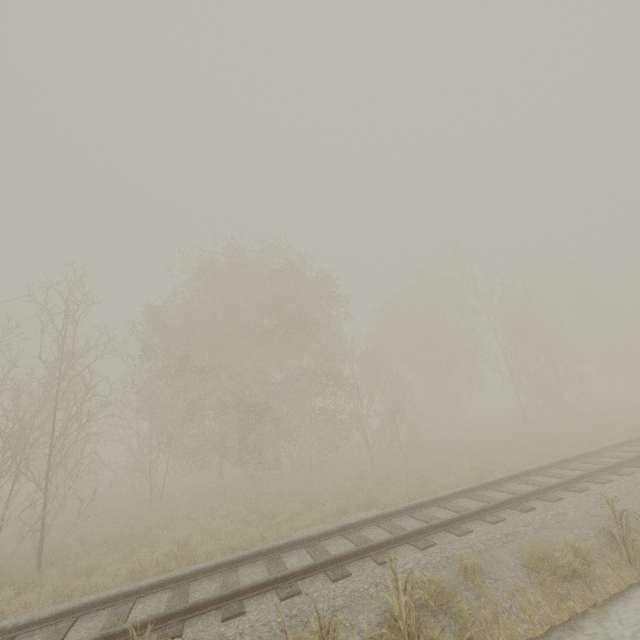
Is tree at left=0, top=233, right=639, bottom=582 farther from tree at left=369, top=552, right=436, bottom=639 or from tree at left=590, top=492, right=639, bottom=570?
tree at left=369, top=552, right=436, bottom=639

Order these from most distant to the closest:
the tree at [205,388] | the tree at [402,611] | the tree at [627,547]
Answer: the tree at [205,388], the tree at [627,547], the tree at [402,611]

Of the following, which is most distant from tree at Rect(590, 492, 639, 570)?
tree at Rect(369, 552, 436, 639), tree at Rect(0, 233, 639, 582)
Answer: tree at Rect(0, 233, 639, 582)

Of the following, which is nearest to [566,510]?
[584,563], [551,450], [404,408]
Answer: [584,563]

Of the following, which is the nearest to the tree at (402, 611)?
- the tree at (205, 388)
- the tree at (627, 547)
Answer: the tree at (627, 547)

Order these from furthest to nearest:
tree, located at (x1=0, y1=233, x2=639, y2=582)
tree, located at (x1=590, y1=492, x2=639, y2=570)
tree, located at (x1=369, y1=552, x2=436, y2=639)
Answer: tree, located at (x1=0, y1=233, x2=639, y2=582)
tree, located at (x1=590, y1=492, x2=639, y2=570)
tree, located at (x1=369, y1=552, x2=436, y2=639)
